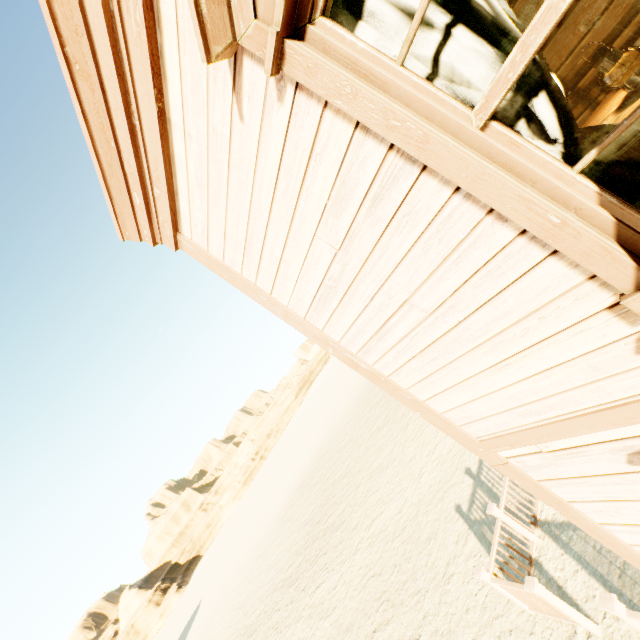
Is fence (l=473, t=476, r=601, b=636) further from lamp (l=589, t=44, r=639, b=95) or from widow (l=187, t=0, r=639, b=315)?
lamp (l=589, t=44, r=639, b=95)

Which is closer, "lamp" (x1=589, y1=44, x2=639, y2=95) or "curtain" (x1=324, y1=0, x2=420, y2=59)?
"curtain" (x1=324, y1=0, x2=420, y2=59)

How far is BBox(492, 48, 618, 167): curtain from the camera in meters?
1.2

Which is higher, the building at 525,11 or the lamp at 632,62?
the building at 525,11

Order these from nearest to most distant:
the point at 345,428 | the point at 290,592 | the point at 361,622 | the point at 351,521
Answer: the point at 361,622 → the point at 351,521 → the point at 290,592 → the point at 345,428

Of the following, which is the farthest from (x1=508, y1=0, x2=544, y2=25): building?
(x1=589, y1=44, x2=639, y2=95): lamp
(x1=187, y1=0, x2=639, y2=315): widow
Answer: (x1=589, y1=44, x2=639, y2=95): lamp

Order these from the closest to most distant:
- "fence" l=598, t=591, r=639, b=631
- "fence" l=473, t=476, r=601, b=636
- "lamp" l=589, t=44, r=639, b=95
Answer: "lamp" l=589, t=44, r=639, b=95, "fence" l=598, t=591, r=639, b=631, "fence" l=473, t=476, r=601, b=636

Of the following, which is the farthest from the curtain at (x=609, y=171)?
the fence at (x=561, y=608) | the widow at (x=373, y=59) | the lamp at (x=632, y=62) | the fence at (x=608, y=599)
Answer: the fence at (x=561, y=608)
